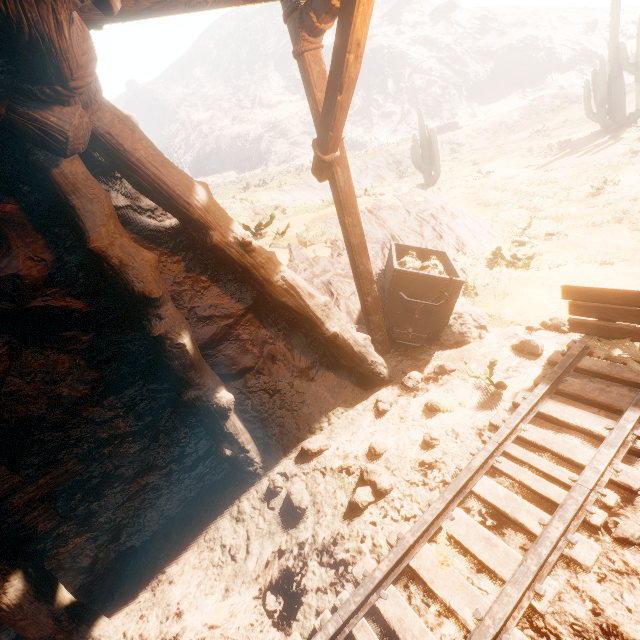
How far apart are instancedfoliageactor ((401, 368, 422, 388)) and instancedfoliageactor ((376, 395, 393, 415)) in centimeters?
32cm

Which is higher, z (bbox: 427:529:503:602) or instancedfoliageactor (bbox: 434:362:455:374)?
instancedfoliageactor (bbox: 434:362:455:374)

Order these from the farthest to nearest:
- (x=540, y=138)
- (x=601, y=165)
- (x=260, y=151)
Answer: (x=260, y=151), (x=540, y=138), (x=601, y=165)

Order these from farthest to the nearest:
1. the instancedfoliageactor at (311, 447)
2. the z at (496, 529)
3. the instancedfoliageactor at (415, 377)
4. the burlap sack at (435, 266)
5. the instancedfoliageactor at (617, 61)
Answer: the instancedfoliageactor at (617, 61)
the burlap sack at (435, 266)
the instancedfoliageactor at (415, 377)
the instancedfoliageactor at (311, 447)
the z at (496, 529)

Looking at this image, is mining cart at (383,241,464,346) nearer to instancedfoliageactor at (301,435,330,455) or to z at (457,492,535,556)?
z at (457,492,535,556)

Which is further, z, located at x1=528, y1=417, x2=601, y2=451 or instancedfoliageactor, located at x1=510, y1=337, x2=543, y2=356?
instancedfoliageactor, located at x1=510, y1=337, x2=543, y2=356

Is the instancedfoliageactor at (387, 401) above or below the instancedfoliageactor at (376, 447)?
above

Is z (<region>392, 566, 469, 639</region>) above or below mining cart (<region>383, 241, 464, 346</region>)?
below
